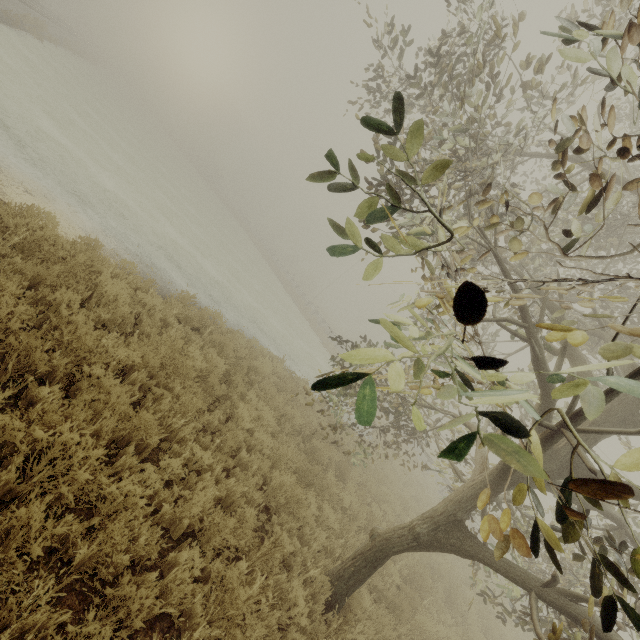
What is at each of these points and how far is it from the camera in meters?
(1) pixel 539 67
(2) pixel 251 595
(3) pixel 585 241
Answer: (1) tree, 3.5
(2) tree, 3.8
(3) tree, 1.6

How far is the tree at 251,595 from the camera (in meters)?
3.38

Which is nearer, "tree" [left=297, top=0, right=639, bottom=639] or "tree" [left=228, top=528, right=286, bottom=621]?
"tree" [left=297, top=0, right=639, bottom=639]

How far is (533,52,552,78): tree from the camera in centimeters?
347cm

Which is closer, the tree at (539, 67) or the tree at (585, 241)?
the tree at (585, 241)

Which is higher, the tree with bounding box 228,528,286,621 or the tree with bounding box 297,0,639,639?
the tree with bounding box 297,0,639,639
